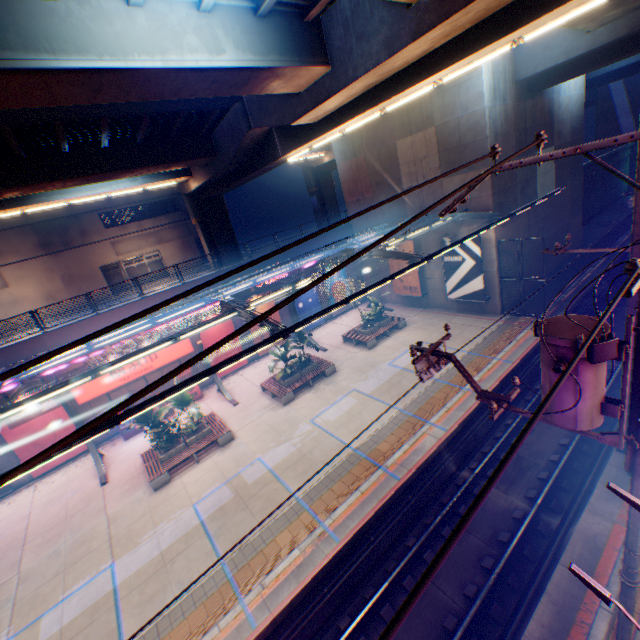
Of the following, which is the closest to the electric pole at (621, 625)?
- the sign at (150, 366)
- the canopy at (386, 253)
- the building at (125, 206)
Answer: the canopy at (386, 253)

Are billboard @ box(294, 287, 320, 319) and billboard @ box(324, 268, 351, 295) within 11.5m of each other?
yes

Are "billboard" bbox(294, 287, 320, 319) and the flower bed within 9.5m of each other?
no

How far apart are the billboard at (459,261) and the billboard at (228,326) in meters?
14.9 m

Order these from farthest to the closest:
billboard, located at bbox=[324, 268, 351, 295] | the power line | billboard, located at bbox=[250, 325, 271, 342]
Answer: billboard, located at bbox=[324, 268, 351, 295] < billboard, located at bbox=[250, 325, 271, 342] < the power line

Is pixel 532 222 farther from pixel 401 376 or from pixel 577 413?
pixel 577 413

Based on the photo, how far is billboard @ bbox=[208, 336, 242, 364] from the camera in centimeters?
2200cm

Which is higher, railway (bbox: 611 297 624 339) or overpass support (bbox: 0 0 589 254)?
overpass support (bbox: 0 0 589 254)
